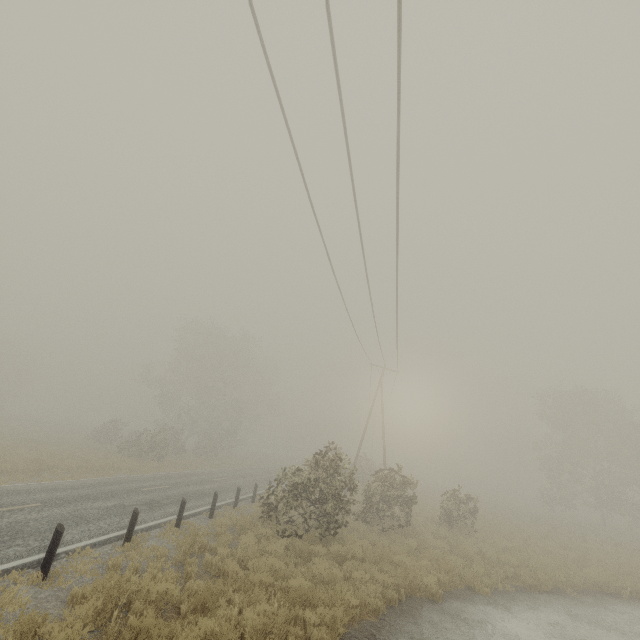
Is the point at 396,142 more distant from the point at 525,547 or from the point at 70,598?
the point at 525,547

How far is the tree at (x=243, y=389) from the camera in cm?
3369

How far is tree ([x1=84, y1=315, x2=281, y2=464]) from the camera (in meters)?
33.69

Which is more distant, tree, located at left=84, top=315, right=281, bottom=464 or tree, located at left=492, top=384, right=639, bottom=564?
tree, located at left=84, top=315, right=281, bottom=464

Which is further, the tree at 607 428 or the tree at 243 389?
the tree at 243 389
